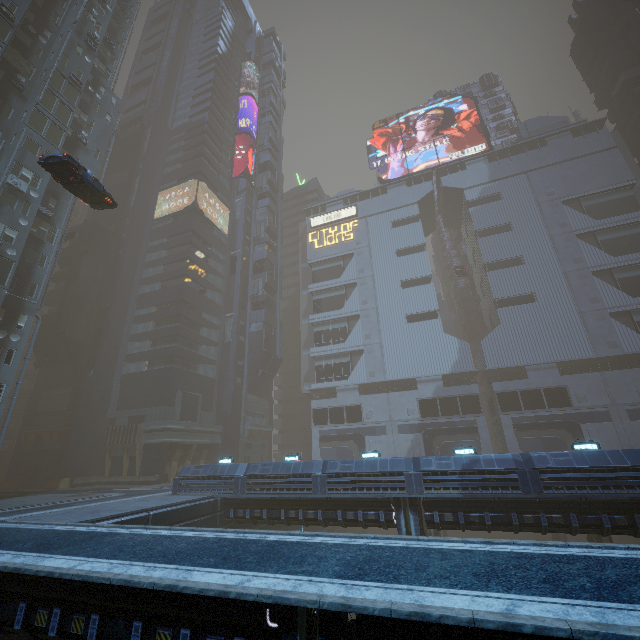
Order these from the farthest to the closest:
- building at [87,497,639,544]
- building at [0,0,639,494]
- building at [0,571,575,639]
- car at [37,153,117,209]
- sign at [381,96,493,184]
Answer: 1. sign at [381,96,493,184]
2. building at [0,0,639,494]
3. car at [37,153,117,209]
4. building at [87,497,639,544]
5. building at [0,571,575,639]

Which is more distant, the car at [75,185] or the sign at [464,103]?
the sign at [464,103]

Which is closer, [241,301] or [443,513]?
[443,513]

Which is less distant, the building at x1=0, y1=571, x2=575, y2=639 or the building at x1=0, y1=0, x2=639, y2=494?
the building at x1=0, y1=571, x2=575, y2=639

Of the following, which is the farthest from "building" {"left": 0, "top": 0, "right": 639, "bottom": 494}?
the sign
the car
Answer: the car

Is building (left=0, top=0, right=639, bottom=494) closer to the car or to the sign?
the sign

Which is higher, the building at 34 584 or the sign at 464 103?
the sign at 464 103
